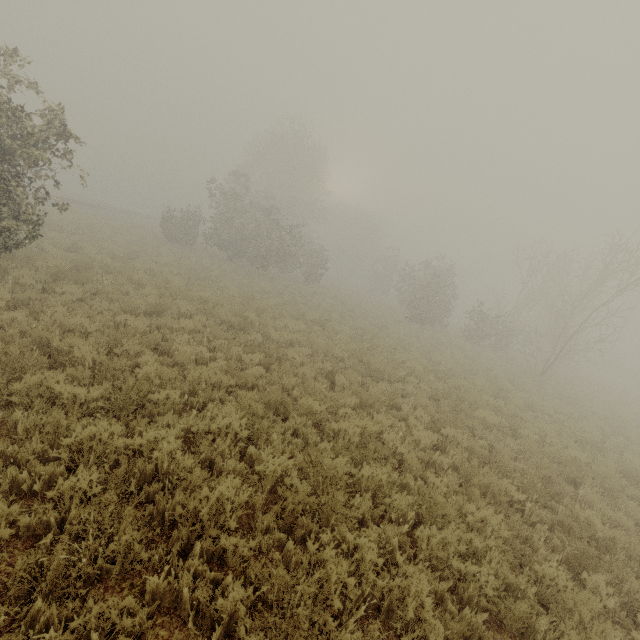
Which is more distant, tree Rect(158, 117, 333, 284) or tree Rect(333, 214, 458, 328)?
tree Rect(333, 214, 458, 328)

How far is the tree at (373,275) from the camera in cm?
2856

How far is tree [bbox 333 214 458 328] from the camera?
28.56m

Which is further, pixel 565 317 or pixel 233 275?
pixel 565 317
